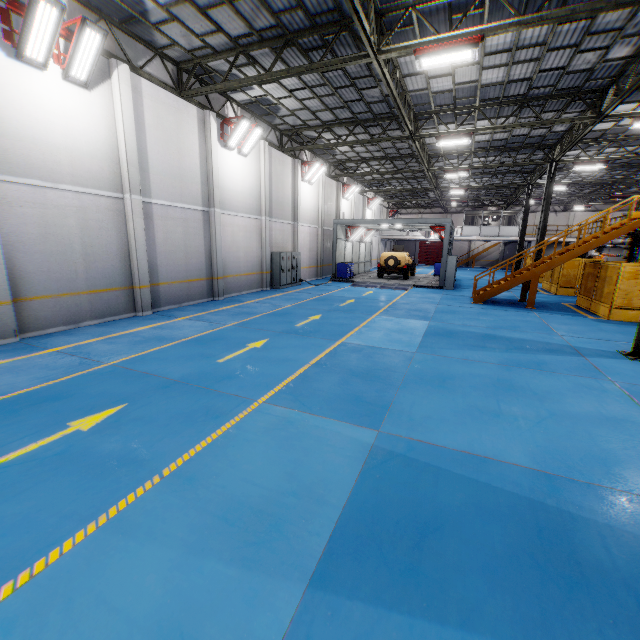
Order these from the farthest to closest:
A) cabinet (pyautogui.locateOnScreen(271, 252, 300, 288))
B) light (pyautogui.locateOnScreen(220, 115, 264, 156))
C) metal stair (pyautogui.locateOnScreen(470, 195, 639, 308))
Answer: cabinet (pyautogui.locateOnScreen(271, 252, 300, 288))
light (pyautogui.locateOnScreen(220, 115, 264, 156))
metal stair (pyautogui.locateOnScreen(470, 195, 639, 308))

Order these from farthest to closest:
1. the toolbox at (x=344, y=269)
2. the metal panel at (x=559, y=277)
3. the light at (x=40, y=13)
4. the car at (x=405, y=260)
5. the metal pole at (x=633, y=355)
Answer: the car at (x=405, y=260) → the toolbox at (x=344, y=269) → the metal panel at (x=559, y=277) → the metal pole at (x=633, y=355) → the light at (x=40, y=13)

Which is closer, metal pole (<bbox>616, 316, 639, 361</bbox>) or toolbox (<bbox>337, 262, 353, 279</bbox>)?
metal pole (<bbox>616, 316, 639, 361</bbox>)

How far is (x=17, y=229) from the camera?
8.2m

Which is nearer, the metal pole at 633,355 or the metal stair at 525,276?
the metal pole at 633,355

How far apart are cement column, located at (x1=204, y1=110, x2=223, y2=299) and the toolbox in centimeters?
1057cm

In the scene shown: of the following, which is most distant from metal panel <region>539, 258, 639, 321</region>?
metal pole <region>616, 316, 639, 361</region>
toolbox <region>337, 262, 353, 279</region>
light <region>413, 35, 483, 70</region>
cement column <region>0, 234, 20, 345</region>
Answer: cement column <region>0, 234, 20, 345</region>

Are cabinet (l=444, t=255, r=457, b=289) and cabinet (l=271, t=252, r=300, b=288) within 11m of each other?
yes
